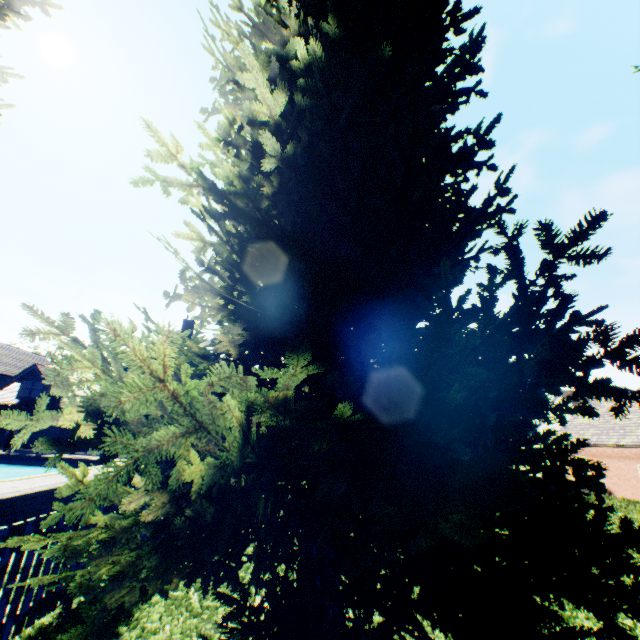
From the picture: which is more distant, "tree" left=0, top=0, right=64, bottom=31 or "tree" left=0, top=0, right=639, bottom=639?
"tree" left=0, top=0, right=64, bottom=31

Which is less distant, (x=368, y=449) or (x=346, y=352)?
(x=368, y=449)

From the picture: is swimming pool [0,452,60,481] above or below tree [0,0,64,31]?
below

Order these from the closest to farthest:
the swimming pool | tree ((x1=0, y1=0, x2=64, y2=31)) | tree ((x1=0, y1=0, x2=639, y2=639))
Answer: tree ((x1=0, y1=0, x2=639, y2=639)) < tree ((x1=0, y1=0, x2=64, y2=31)) < the swimming pool

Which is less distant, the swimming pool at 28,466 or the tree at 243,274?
the tree at 243,274

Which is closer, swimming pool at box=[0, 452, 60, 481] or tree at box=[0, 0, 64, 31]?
tree at box=[0, 0, 64, 31]
